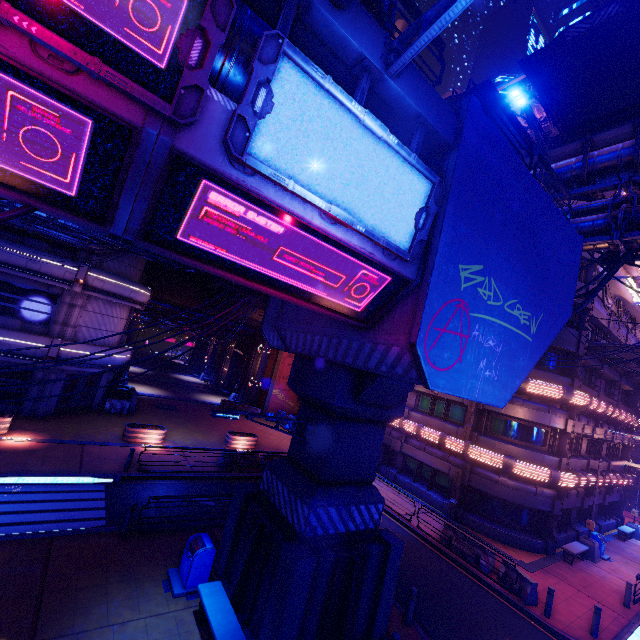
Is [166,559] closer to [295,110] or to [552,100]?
[295,110]

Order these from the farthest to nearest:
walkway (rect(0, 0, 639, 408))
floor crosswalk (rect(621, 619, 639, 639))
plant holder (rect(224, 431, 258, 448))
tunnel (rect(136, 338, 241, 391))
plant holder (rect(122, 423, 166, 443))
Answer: tunnel (rect(136, 338, 241, 391)) < plant holder (rect(224, 431, 258, 448)) < plant holder (rect(122, 423, 166, 443)) < floor crosswalk (rect(621, 619, 639, 639)) < walkway (rect(0, 0, 639, 408))

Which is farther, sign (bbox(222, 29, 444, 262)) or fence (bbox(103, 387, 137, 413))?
fence (bbox(103, 387, 137, 413))

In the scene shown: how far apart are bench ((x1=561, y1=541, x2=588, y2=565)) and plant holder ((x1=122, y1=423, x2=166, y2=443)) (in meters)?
23.78

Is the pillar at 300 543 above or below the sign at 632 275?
below

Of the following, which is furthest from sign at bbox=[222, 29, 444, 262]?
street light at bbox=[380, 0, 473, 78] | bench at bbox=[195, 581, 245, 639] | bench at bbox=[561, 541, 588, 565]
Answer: bench at bbox=[561, 541, 588, 565]

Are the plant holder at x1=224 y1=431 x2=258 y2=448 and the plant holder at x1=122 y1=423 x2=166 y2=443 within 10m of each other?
yes

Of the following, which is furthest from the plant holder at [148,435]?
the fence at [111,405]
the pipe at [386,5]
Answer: the pipe at [386,5]
